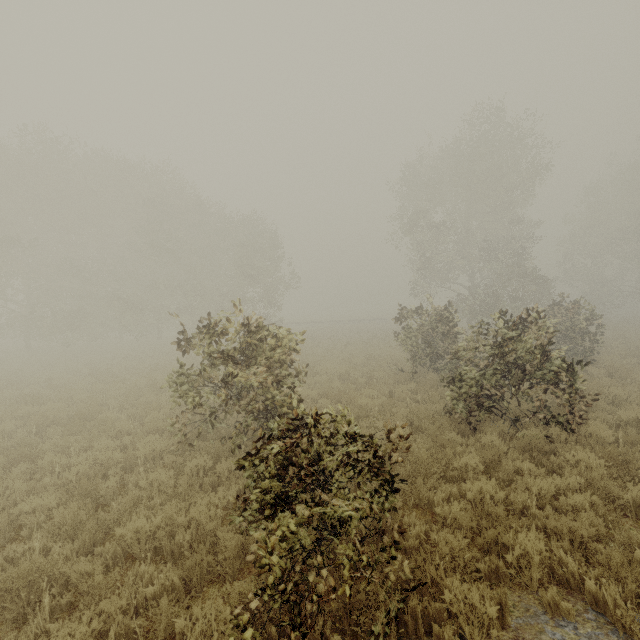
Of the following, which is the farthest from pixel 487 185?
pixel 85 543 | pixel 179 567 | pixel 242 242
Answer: pixel 85 543
